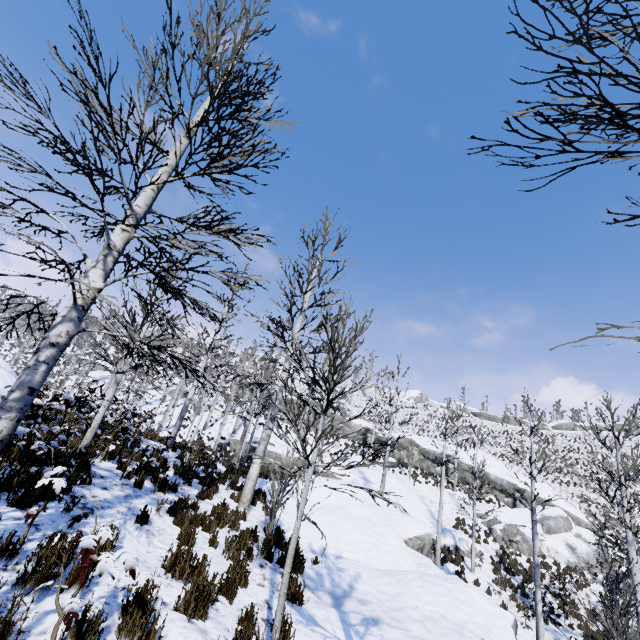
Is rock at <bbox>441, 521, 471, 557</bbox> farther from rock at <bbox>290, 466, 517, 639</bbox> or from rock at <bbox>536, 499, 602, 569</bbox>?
rock at <bbox>290, 466, 517, 639</bbox>

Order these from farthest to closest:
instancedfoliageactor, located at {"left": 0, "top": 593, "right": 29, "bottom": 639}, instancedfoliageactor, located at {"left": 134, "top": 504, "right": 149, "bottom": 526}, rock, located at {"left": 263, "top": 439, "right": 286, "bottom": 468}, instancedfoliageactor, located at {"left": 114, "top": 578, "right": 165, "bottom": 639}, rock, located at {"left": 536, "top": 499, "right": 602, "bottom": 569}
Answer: Answer:
1. rock, located at {"left": 263, "top": 439, "right": 286, "bottom": 468}
2. rock, located at {"left": 536, "top": 499, "right": 602, "bottom": 569}
3. instancedfoliageactor, located at {"left": 134, "top": 504, "right": 149, "bottom": 526}
4. instancedfoliageactor, located at {"left": 114, "top": 578, "right": 165, "bottom": 639}
5. instancedfoliageactor, located at {"left": 0, "top": 593, "right": 29, "bottom": 639}

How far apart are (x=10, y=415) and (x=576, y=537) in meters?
33.5

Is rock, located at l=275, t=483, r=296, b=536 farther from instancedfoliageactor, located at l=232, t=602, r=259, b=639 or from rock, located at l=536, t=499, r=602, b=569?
rock, located at l=536, t=499, r=602, b=569

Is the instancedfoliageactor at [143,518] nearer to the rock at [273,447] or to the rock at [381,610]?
the rock at [381,610]

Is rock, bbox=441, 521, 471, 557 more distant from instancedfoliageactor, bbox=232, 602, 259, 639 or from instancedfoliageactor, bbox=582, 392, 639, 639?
instancedfoliageactor, bbox=232, 602, 259, 639

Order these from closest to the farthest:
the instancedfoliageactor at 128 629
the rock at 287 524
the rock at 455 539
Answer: the instancedfoliageactor at 128 629, the rock at 287 524, the rock at 455 539

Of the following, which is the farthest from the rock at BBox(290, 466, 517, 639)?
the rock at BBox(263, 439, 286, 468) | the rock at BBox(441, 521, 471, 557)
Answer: the rock at BBox(263, 439, 286, 468)
